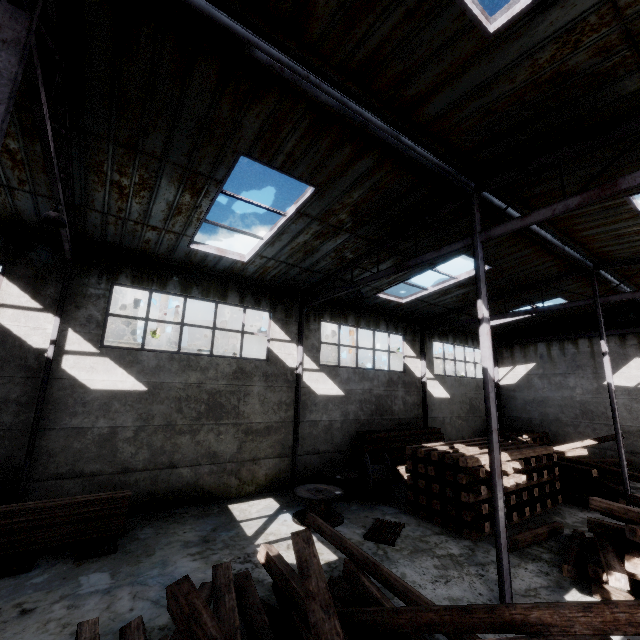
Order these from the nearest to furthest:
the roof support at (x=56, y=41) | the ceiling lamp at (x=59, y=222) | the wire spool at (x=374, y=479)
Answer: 1. the roof support at (x=56, y=41)
2. the ceiling lamp at (x=59, y=222)
3. the wire spool at (x=374, y=479)

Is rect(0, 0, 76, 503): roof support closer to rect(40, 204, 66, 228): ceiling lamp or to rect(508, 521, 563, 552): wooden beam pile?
rect(40, 204, 66, 228): ceiling lamp

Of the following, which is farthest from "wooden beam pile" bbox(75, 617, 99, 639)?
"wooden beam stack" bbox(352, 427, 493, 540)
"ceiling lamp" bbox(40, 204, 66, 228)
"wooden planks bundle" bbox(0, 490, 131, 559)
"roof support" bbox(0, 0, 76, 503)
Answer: "ceiling lamp" bbox(40, 204, 66, 228)

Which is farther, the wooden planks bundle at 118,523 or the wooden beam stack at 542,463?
the wooden beam stack at 542,463

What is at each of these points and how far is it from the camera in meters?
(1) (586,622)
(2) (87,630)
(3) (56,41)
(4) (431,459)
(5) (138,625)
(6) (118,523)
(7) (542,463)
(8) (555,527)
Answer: (1) wooden beam pile, 3.1
(2) wooden beam pile, 4.5
(3) roof support, 4.4
(4) wooden beam stack, 10.0
(5) wooden beam pile, 4.0
(6) wooden planks bundle, 7.8
(7) wooden beam stack, 11.3
(8) wooden beam pile, 9.0

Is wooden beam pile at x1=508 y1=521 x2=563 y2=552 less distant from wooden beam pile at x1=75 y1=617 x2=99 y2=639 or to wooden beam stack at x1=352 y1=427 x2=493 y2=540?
wooden beam stack at x1=352 y1=427 x2=493 y2=540

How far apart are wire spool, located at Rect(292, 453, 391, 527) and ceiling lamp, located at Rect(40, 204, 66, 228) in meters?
10.5

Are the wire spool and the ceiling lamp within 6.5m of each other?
no
